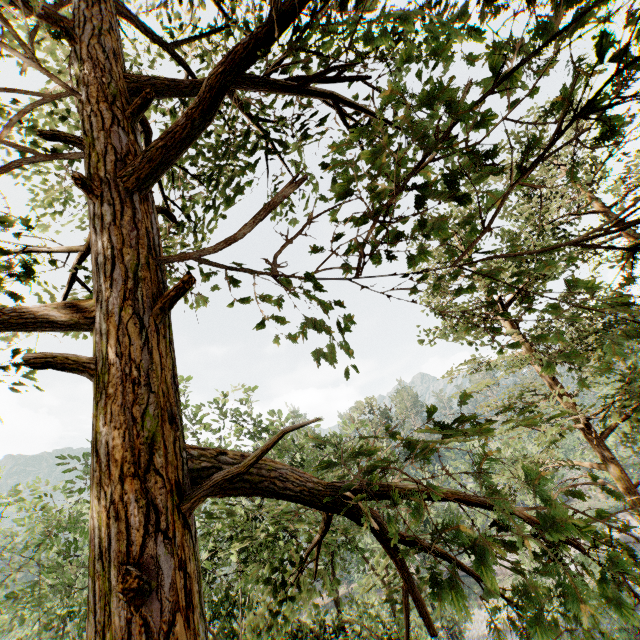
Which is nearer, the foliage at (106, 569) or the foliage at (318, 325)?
the foliage at (106, 569)

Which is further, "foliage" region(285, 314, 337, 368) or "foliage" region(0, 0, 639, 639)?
"foliage" region(285, 314, 337, 368)

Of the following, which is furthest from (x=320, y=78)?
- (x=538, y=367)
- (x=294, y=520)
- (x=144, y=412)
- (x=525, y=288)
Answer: (x=294, y=520)

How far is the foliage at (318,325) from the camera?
3.06m

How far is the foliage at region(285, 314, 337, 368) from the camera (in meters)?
3.06
